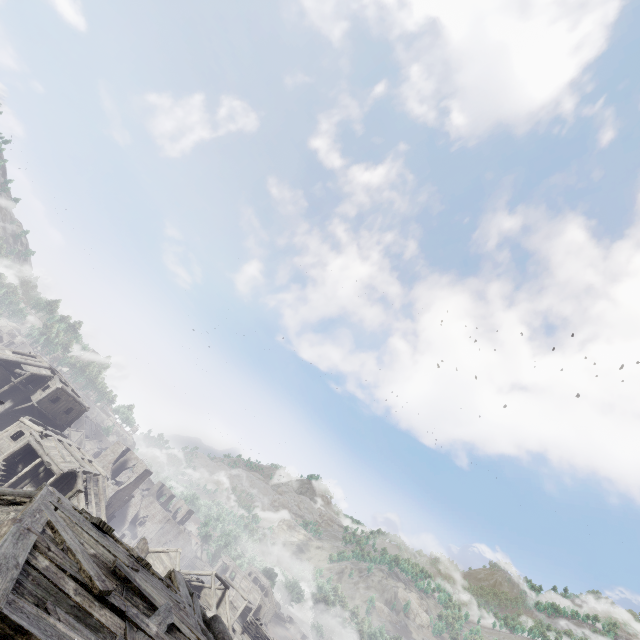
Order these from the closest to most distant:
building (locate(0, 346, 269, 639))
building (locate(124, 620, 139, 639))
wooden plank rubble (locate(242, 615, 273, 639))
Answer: building (locate(0, 346, 269, 639)), building (locate(124, 620, 139, 639)), wooden plank rubble (locate(242, 615, 273, 639))

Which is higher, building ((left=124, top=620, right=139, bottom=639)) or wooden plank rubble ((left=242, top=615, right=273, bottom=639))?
building ((left=124, top=620, right=139, bottom=639))

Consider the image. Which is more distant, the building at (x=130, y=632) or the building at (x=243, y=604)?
the building at (x=130, y=632)

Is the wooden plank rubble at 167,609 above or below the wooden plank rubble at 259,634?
above

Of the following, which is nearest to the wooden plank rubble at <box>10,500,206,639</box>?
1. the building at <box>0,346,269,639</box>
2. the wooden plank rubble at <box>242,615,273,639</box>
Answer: the building at <box>0,346,269,639</box>

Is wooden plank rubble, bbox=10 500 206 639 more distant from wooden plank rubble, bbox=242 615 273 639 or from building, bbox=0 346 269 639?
wooden plank rubble, bbox=242 615 273 639

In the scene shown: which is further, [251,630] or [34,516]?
[251,630]
